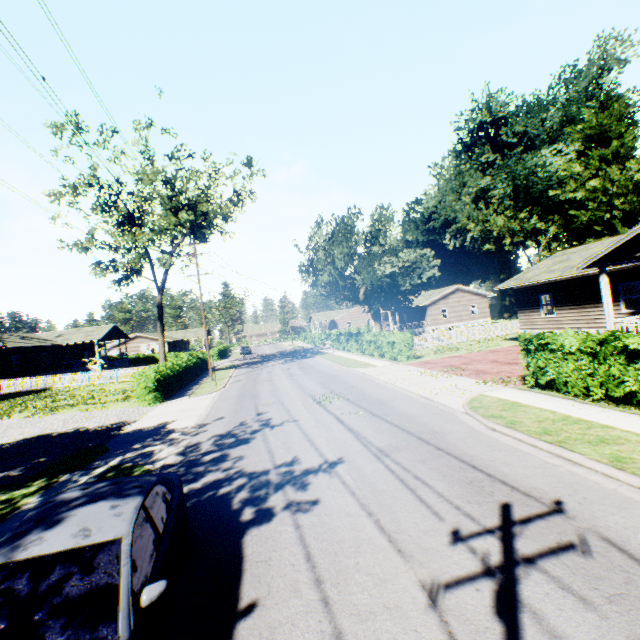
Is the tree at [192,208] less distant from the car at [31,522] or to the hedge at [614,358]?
the car at [31,522]

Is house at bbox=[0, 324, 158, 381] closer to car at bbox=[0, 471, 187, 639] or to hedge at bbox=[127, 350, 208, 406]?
hedge at bbox=[127, 350, 208, 406]

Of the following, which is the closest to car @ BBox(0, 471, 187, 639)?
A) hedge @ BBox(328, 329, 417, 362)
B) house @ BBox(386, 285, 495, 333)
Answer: hedge @ BBox(328, 329, 417, 362)

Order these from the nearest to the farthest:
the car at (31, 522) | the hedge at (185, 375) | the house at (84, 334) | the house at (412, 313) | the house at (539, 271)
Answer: the car at (31, 522) → the house at (539, 271) → the hedge at (185, 375) → the house at (84, 334) → the house at (412, 313)

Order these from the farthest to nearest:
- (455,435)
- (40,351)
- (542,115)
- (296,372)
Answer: (542,115), (40,351), (296,372), (455,435)

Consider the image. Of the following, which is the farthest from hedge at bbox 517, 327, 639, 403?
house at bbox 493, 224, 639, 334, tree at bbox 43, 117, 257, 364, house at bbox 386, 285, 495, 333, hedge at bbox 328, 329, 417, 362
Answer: house at bbox 386, 285, 495, 333

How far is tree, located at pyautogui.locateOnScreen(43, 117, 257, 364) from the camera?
24.02m

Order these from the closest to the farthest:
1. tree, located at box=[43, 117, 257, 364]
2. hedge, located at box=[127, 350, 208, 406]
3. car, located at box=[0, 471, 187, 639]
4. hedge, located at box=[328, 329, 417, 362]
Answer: car, located at box=[0, 471, 187, 639] → hedge, located at box=[127, 350, 208, 406] → hedge, located at box=[328, 329, 417, 362] → tree, located at box=[43, 117, 257, 364]
